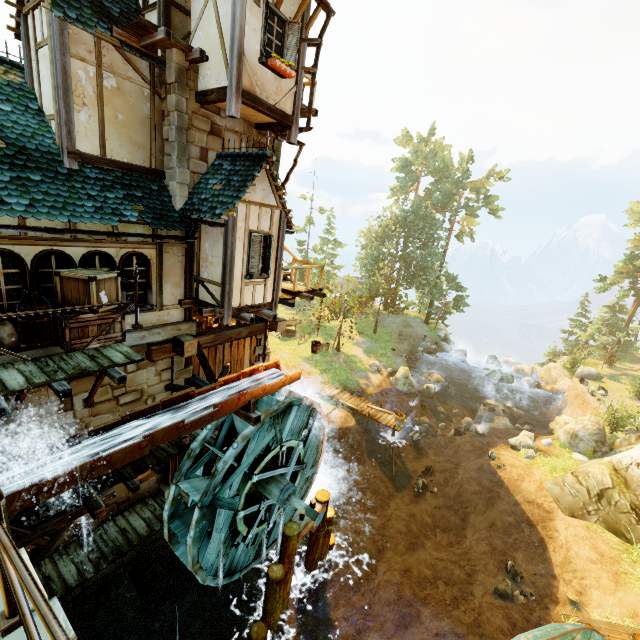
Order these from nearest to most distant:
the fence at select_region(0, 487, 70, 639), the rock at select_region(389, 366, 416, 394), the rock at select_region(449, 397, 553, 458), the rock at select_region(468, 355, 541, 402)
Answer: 1. the fence at select_region(0, 487, 70, 639)
2. the rock at select_region(449, 397, 553, 458)
3. the rock at select_region(389, 366, 416, 394)
4. the rock at select_region(468, 355, 541, 402)

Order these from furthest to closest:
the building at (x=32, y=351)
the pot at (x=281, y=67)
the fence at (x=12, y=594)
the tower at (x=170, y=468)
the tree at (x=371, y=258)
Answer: the tree at (x=371, y=258), the tower at (x=170, y=468), the pot at (x=281, y=67), the building at (x=32, y=351), the fence at (x=12, y=594)

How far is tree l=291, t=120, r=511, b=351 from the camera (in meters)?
36.25

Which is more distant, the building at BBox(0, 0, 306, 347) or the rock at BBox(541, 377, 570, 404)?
the rock at BBox(541, 377, 570, 404)

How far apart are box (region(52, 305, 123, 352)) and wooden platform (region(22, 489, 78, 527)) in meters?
3.6 m

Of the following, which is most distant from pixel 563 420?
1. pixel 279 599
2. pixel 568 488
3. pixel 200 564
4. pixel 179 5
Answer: pixel 179 5

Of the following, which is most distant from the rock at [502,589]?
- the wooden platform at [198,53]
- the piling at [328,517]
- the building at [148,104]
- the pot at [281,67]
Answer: the wooden platform at [198,53]

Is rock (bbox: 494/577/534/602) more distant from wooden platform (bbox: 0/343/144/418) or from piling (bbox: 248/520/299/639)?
wooden platform (bbox: 0/343/144/418)
